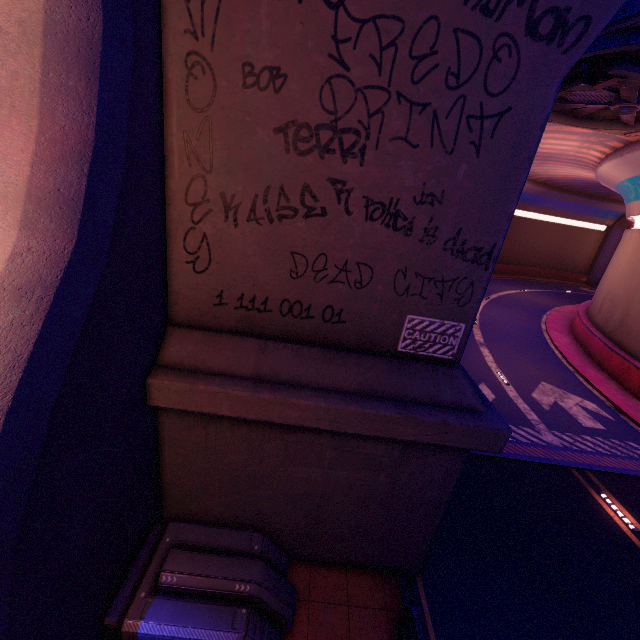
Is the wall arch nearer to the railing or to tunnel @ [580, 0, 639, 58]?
tunnel @ [580, 0, 639, 58]

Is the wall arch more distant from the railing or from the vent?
the vent

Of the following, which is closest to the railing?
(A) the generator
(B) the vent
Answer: (A) the generator

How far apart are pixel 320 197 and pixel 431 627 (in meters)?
A: 7.57

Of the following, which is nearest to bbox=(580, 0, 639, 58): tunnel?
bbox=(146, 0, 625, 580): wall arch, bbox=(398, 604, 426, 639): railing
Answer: bbox=(146, 0, 625, 580): wall arch

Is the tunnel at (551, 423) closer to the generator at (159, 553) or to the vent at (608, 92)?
the vent at (608, 92)

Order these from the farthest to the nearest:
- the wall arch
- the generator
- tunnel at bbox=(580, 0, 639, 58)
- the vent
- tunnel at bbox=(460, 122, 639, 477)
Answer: tunnel at bbox=(460, 122, 639, 477)
the vent
tunnel at bbox=(580, 0, 639, 58)
the generator
the wall arch

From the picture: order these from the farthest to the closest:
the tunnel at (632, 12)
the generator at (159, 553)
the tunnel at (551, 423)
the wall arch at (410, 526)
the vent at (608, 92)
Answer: the tunnel at (551, 423), the vent at (608, 92), the tunnel at (632, 12), the generator at (159, 553), the wall arch at (410, 526)
